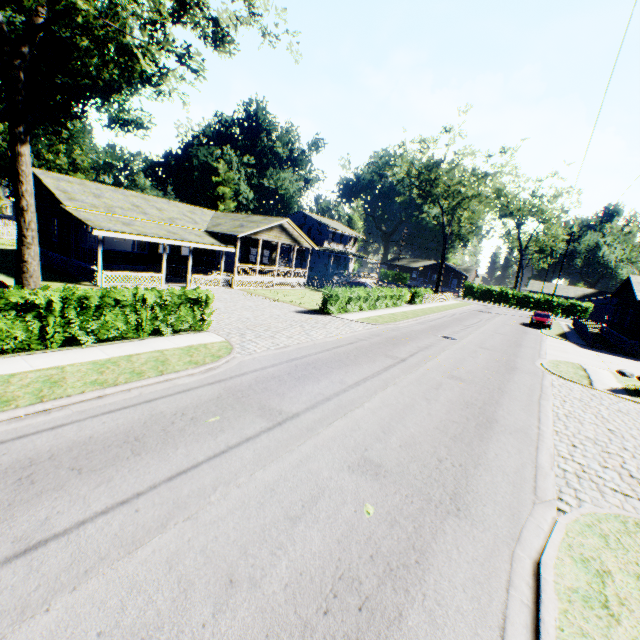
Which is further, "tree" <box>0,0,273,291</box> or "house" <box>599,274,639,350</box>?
"house" <box>599,274,639,350</box>

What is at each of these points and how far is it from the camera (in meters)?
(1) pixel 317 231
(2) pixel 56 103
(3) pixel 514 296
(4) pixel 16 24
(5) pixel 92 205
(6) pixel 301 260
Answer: (1) house, 50.12
(2) plant, 45.09
(3) hedge, 59.56
(4) plant, 30.83
(5) flat, 21.64
(6) house, 45.97

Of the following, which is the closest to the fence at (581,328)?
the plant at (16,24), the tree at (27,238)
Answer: the tree at (27,238)

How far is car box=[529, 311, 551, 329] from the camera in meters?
33.0

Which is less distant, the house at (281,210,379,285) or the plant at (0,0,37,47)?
the plant at (0,0,37,47)

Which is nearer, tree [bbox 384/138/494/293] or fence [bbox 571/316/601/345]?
fence [bbox 571/316/601/345]

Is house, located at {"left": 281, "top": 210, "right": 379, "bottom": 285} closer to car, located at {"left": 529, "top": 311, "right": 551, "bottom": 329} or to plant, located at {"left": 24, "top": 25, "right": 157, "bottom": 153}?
plant, located at {"left": 24, "top": 25, "right": 157, "bottom": 153}

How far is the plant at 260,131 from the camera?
57.6m
